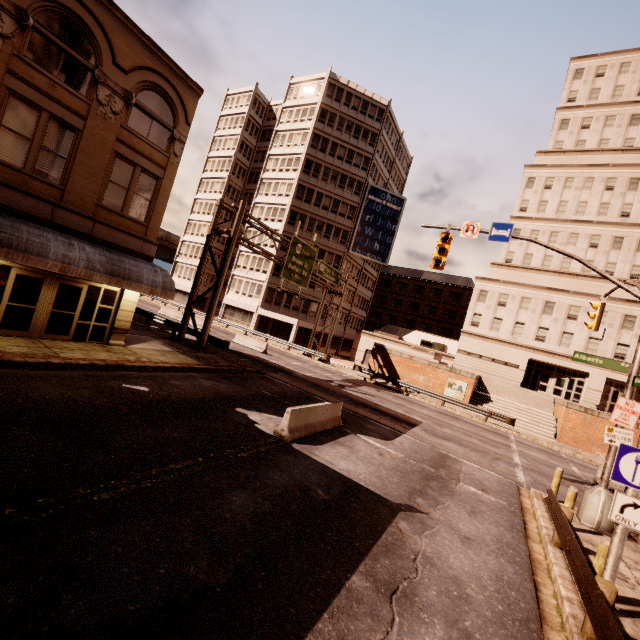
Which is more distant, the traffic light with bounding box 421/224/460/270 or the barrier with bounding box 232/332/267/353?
the barrier with bounding box 232/332/267/353

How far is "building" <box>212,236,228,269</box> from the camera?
52.81m

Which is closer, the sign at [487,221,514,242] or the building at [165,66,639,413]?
the sign at [487,221,514,242]

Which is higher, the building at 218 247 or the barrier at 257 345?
the building at 218 247

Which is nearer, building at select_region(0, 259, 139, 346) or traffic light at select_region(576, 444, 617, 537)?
traffic light at select_region(576, 444, 617, 537)

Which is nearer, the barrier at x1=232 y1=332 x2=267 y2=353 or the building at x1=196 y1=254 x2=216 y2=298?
the barrier at x1=232 y1=332 x2=267 y2=353

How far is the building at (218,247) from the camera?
52.8 meters

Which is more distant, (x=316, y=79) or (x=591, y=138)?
(x=316, y=79)
